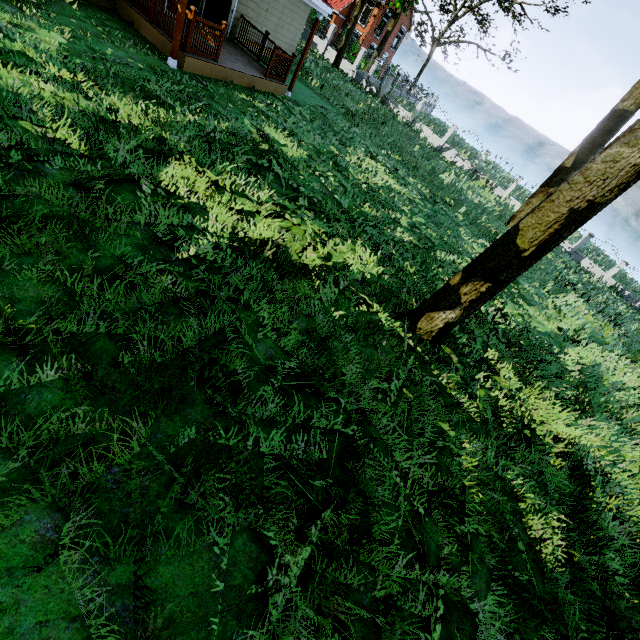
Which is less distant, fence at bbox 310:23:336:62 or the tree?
the tree

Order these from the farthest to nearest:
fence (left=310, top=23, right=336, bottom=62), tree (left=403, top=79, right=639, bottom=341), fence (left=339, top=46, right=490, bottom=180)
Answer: fence (left=310, top=23, right=336, bottom=62) → fence (left=339, top=46, right=490, bottom=180) → tree (left=403, top=79, right=639, bottom=341)

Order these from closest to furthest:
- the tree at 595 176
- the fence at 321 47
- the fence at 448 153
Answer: Answer:
the tree at 595 176
the fence at 448 153
the fence at 321 47

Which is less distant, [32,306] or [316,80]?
[32,306]

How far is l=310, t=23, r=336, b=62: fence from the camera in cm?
2624

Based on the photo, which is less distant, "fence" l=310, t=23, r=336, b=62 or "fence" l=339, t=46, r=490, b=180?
"fence" l=339, t=46, r=490, b=180

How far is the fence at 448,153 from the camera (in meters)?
25.20
